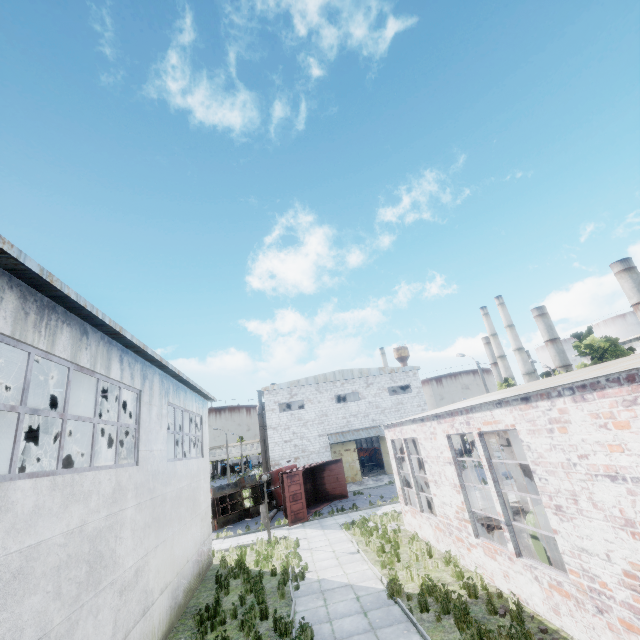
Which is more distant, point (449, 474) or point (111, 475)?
point (449, 474)

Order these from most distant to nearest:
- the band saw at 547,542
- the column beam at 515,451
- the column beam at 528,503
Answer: the column beam at 515,451 < the column beam at 528,503 < the band saw at 547,542

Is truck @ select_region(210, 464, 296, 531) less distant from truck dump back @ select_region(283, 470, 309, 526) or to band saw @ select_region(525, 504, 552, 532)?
truck dump back @ select_region(283, 470, 309, 526)

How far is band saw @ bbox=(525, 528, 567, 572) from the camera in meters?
8.2 m

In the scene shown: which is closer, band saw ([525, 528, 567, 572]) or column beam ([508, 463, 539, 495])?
band saw ([525, 528, 567, 572])

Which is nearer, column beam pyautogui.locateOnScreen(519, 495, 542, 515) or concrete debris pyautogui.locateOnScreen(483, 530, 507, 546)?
concrete debris pyautogui.locateOnScreen(483, 530, 507, 546)

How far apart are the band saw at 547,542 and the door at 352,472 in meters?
25.2 m

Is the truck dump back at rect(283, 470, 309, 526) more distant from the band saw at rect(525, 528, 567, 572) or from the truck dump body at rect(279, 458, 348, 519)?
the band saw at rect(525, 528, 567, 572)
